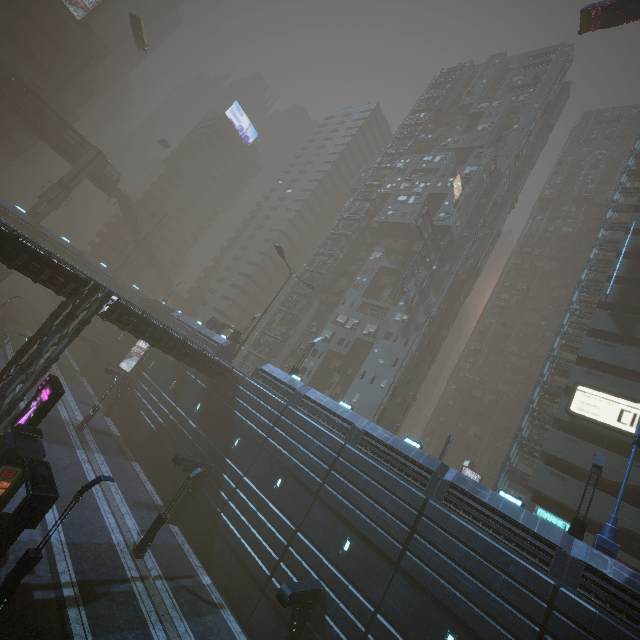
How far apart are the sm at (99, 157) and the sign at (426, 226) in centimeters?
5412cm

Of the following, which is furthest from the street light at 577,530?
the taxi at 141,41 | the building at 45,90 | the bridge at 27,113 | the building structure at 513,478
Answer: the building at 45,90

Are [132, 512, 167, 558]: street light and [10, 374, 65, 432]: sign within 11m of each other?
yes

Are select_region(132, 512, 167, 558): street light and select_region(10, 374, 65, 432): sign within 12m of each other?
yes

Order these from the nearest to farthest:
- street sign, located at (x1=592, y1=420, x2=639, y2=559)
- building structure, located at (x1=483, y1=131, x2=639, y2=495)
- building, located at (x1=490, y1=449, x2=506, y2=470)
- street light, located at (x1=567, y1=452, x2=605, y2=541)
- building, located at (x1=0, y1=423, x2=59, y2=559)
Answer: building, located at (x1=0, y1=423, x2=59, y2=559) < street sign, located at (x1=592, y1=420, x2=639, y2=559) < street light, located at (x1=567, y1=452, x2=605, y2=541) < building structure, located at (x1=483, y1=131, x2=639, y2=495) < building, located at (x1=490, y1=449, x2=506, y2=470)

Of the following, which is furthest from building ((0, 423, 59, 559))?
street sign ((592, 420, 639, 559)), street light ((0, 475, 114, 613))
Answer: street light ((0, 475, 114, 613))

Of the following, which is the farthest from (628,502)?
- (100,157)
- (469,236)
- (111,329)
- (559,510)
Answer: (100,157)

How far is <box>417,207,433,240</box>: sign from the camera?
41.2 meters
